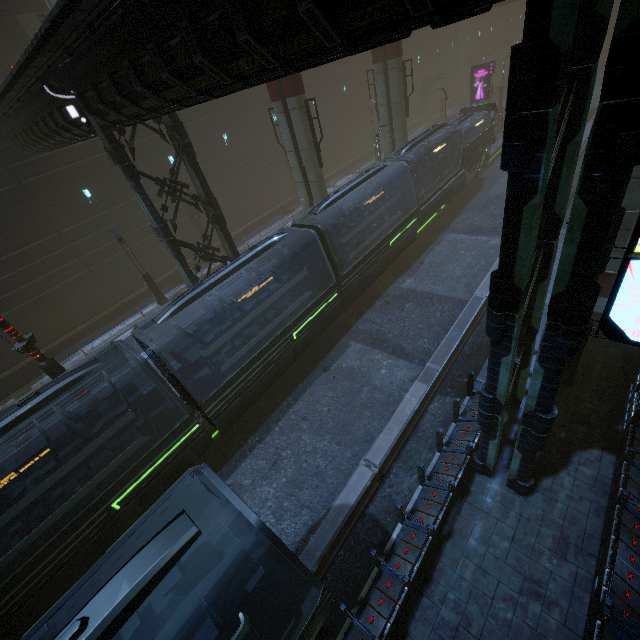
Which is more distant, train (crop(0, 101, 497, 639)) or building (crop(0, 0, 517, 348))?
train (crop(0, 101, 497, 639))

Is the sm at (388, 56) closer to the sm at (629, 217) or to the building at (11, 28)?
the building at (11, 28)

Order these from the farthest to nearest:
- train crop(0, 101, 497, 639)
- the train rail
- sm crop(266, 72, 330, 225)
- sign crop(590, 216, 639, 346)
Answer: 1. sm crop(266, 72, 330, 225)
2. the train rail
3. train crop(0, 101, 497, 639)
4. sign crop(590, 216, 639, 346)

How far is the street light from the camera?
9.2m

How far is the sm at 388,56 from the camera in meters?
22.1 m

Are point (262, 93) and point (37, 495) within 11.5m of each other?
no

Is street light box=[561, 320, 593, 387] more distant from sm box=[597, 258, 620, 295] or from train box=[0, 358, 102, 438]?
train box=[0, 358, 102, 438]

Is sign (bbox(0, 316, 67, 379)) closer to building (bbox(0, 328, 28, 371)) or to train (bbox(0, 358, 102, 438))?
building (bbox(0, 328, 28, 371))
